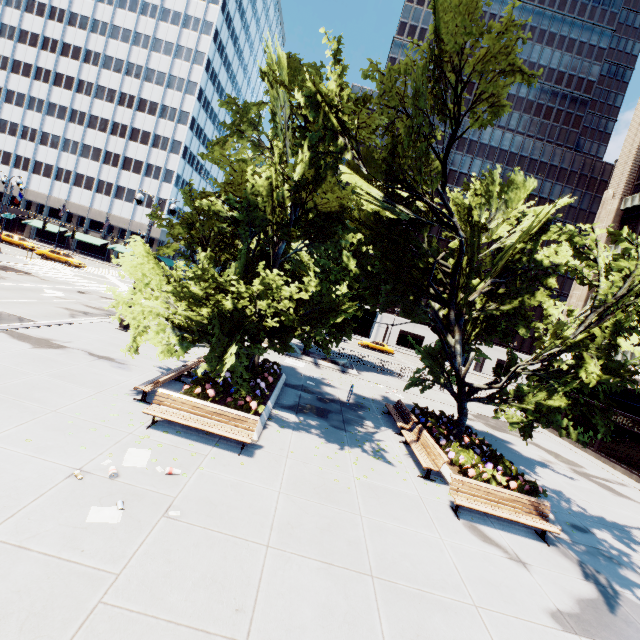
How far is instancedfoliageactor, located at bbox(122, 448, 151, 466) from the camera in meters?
7.0

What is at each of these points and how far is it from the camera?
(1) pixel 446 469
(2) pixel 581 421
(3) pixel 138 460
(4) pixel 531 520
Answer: (1) planter, 11.1m
(2) building, 22.1m
(3) instancedfoliageactor, 7.1m
(4) bench, 8.8m

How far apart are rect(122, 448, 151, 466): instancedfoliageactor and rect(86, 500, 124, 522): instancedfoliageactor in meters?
1.1

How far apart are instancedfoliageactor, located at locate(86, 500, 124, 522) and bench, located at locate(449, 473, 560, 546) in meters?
7.9

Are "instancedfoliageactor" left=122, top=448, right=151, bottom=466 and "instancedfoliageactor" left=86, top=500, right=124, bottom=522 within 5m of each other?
yes

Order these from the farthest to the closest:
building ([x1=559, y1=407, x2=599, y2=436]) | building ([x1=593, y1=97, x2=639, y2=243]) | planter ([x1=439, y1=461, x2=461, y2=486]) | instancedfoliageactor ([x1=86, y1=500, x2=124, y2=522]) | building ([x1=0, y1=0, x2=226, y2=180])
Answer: building ([x1=0, y1=0, x2=226, y2=180]) → building ([x1=593, y1=97, x2=639, y2=243]) → building ([x1=559, y1=407, x2=599, y2=436]) → planter ([x1=439, y1=461, x2=461, y2=486]) → instancedfoliageactor ([x1=86, y1=500, x2=124, y2=522])

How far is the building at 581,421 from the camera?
21.1m

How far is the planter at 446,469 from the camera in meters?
10.7
